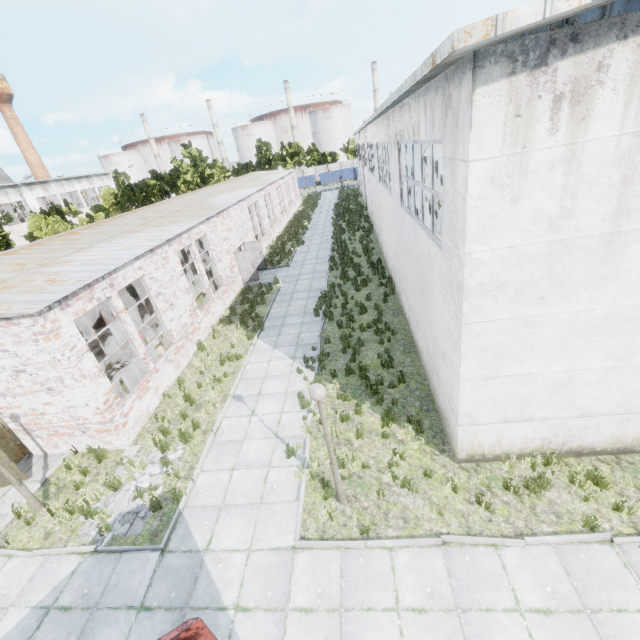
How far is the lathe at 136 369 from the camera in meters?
11.7 m

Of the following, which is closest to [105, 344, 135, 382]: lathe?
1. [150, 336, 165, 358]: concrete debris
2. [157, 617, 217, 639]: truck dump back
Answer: [150, 336, 165, 358]: concrete debris

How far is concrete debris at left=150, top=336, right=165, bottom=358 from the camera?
14.5 meters

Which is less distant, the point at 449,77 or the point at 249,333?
the point at 449,77

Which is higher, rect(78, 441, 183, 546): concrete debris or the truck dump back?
the truck dump back

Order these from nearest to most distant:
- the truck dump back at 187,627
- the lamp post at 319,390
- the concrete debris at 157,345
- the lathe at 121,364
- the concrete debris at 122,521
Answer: the truck dump back at 187,627 < the lamp post at 319,390 < the concrete debris at 122,521 < the lathe at 121,364 < the concrete debris at 157,345

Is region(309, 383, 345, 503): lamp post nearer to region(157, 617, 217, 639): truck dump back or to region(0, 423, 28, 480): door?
region(157, 617, 217, 639): truck dump back

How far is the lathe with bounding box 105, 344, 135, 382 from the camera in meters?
11.6
